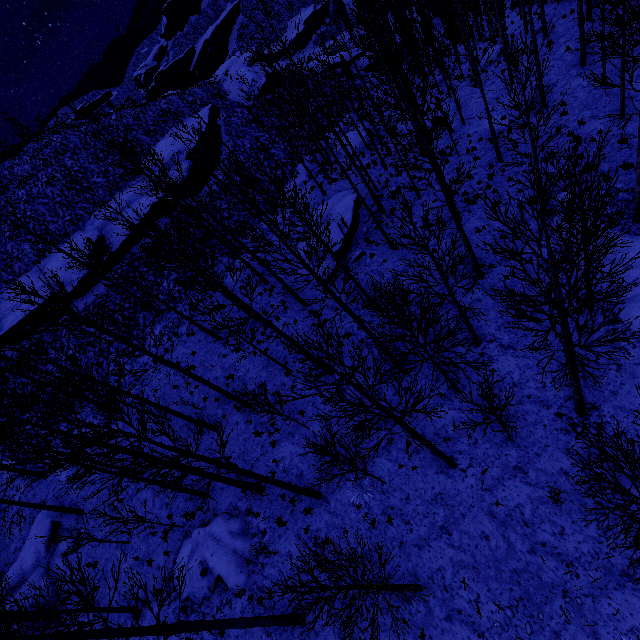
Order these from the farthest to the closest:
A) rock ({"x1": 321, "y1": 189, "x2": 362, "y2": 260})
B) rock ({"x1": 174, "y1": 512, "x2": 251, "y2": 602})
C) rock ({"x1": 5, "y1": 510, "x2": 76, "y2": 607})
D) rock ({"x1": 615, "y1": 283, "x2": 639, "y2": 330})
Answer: rock ({"x1": 321, "y1": 189, "x2": 362, "y2": 260}) → rock ({"x1": 5, "y1": 510, "x2": 76, "y2": 607}) → rock ({"x1": 174, "y1": 512, "x2": 251, "y2": 602}) → rock ({"x1": 615, "y1": 283, "x2": 639, "y2": 330})

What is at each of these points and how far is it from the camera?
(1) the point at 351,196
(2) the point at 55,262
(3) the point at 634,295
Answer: (1) rock, 20.62m
(2) rock, 27.58m
(3) rock, 10.90m

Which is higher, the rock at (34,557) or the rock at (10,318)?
the rock at (10,318)

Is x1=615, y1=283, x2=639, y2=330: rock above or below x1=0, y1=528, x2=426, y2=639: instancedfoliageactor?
below

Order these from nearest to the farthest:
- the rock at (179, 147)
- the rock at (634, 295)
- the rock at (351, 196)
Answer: the rock at (634, 295) → the rock at (351, 196) → the rock at (179, 147)

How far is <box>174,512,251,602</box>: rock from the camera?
12.12m

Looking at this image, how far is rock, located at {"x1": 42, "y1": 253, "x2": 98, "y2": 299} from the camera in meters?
25.2

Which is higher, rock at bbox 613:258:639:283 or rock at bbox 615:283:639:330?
rock at bbox 613:258:639:283
